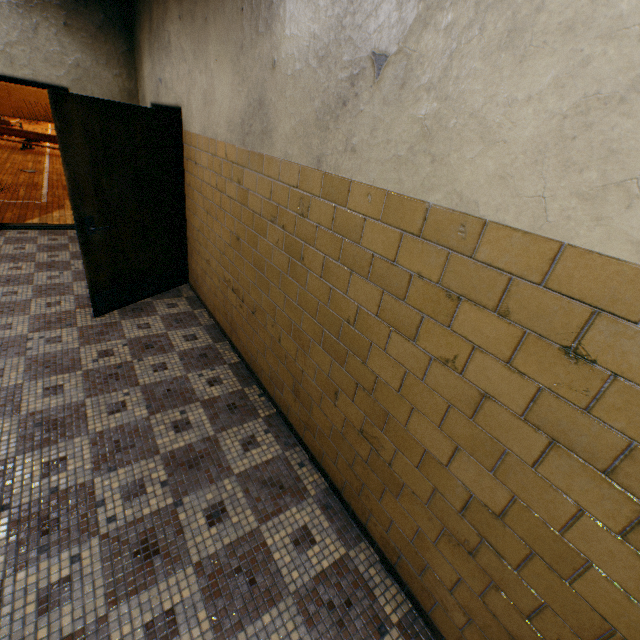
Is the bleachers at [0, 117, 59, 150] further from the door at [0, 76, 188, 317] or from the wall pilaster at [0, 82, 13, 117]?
the wall pilaster at [0, 82, 13, 117]

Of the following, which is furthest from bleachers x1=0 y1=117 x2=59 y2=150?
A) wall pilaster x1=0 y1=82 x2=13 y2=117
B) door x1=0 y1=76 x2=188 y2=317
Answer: wall pilaster x1=0 y1=82 x2=13 y2=117

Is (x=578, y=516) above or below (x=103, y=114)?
below

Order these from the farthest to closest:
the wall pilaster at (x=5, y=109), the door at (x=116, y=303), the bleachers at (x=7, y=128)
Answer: the wall pilaster at (x=5, y=109)
the bleachers at (x=7, y=128)
the door at (x=116, y=303)

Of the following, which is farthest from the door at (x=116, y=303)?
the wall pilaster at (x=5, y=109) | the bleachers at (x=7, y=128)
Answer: the wall pilaster at (x=5, y=109)

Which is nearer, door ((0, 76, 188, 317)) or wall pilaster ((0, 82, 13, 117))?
door ((0, 76, 188, 317))
